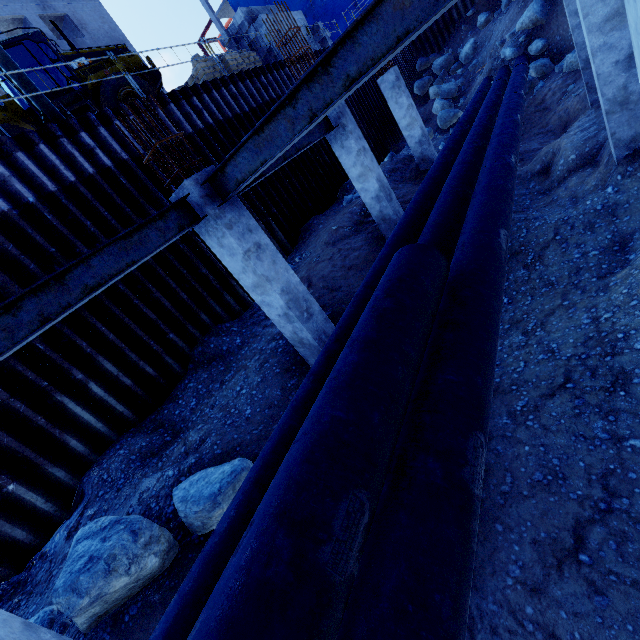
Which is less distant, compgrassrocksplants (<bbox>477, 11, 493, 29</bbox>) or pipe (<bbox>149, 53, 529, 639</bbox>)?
pipe (<bbox>149, 53, 529, 639</bbox>)

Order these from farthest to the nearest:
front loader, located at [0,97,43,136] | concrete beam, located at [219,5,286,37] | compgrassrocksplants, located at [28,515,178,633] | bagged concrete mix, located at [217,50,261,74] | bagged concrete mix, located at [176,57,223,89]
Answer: concrete beam, located at [219,5,286,37] < bagged concrete mix, located at [217,50,261,74] < bagged concrete mix, located at [176,57,223,89] < front loader, located at [0,97,43,136] < compgrassrocksplants, located at [28,515,178,633]

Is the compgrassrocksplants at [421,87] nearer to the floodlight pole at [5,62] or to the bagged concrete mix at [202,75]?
the bagged concrete mix at [202,75]

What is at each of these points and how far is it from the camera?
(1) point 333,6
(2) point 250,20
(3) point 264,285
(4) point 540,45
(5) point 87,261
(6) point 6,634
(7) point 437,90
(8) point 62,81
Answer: (1) tarp, 32.0m
(2) concrete beam, 14.9m
(3) concrete column, 5.2m
(4) compgrassrocksplants, 15.7m
(5) steel beam, 3.7m
(6) concrete column, 2.6m
(7) compgrassrocksplants, 21.5m
(8) front loader, 11.2m

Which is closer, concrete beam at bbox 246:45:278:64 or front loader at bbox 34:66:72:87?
front loader at bbox 34:66:72:87

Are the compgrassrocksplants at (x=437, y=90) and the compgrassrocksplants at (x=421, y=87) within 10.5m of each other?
yes

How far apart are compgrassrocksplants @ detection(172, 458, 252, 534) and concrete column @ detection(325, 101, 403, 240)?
6.98m

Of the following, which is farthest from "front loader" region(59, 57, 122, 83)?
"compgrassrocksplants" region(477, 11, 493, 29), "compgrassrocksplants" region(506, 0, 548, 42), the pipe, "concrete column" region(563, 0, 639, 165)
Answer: "compgrassrocksplants" region(477, 11, 493, 29)
